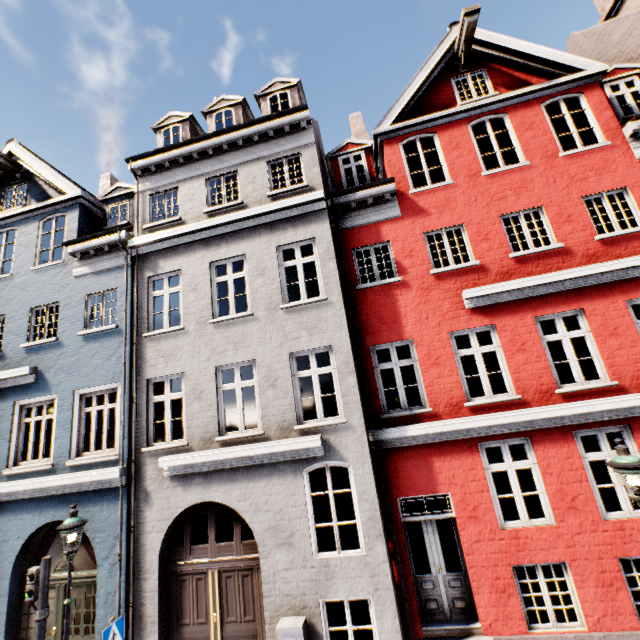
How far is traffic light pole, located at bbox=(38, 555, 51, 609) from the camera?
6.20m

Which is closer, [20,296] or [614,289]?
[614,289]

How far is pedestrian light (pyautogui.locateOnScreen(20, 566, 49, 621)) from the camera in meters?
6.1 m

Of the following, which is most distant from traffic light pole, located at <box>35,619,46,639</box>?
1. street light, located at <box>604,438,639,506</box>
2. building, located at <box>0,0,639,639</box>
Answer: street light, located at <box>604,438,639,506</box>

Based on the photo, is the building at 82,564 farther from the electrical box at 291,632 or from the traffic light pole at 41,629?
the traffic light pole at 41,629

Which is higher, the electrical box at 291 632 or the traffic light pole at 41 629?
the traffic light pole at 41 629

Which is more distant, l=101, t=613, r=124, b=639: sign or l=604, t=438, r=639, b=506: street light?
l=101, t=613, r=124, b=639: sign

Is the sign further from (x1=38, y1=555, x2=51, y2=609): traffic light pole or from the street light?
the street light
